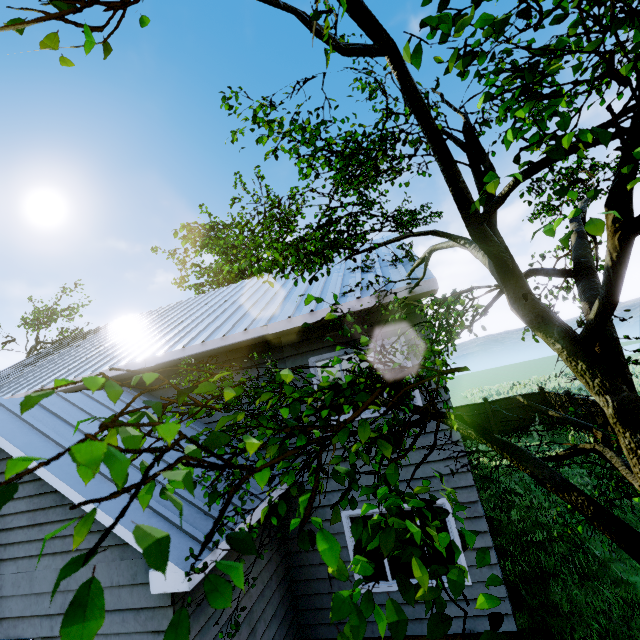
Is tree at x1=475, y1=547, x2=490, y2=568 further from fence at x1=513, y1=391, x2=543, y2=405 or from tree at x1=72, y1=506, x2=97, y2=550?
fence at x1=513, y1=391, x2=543, y2=405

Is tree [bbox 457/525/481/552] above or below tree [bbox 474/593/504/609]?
above

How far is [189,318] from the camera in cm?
959

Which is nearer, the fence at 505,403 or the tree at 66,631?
the tree at 66,631

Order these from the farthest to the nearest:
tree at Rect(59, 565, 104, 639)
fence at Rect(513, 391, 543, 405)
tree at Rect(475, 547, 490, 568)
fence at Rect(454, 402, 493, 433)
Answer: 1. fence at Rect(454, 402, 493, 433)
2. fence at Rect(513, 391, 543, 405)
3. tree at Rect(475, 547, 490, 568)
4. tree at Rect(59, 565, 104, 639)

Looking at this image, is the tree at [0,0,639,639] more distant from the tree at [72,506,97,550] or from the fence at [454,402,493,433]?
the fence at [454,402,493,433]

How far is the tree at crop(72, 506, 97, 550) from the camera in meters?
0.6

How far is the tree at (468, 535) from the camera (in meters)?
1.01
